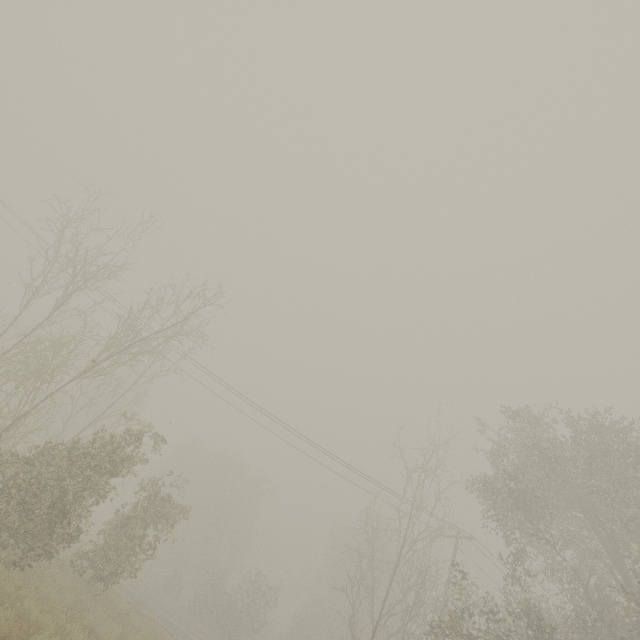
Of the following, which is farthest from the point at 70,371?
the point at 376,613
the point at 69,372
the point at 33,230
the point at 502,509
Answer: the point at 502,509
